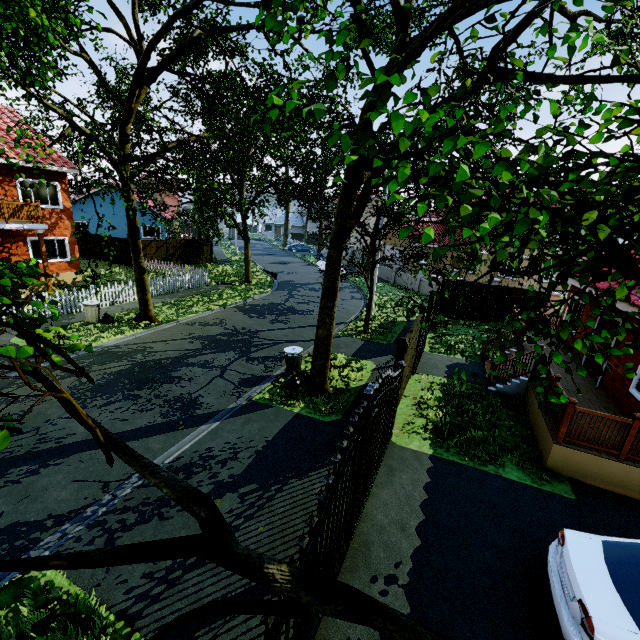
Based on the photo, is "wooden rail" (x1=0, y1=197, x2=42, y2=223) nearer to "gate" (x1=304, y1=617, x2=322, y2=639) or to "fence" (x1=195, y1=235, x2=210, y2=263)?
"fence" (x1=195, y1=235, x2=210, y2=263)

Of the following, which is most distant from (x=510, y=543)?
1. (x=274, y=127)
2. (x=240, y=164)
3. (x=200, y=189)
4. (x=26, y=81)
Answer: (x=26, y=81)

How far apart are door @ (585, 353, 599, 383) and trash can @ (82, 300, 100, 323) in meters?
19.0 m

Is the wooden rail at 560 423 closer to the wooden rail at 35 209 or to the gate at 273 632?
the gate at 273 632

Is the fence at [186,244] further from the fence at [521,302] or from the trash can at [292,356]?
the trash can at [292,356]

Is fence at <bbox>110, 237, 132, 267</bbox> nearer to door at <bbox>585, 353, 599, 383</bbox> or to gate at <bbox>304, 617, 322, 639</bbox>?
gate at <bbox>304, 617, 322, 639</bbox>

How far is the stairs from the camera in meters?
10.2

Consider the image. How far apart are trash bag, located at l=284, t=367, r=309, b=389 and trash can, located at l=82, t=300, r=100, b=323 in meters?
9.6 m
